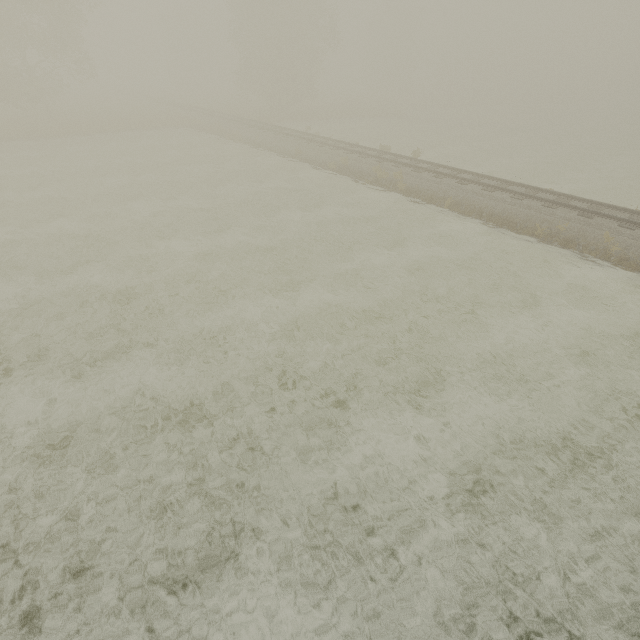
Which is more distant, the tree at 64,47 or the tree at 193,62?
the tree at 193,62

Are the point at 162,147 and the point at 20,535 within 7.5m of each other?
no

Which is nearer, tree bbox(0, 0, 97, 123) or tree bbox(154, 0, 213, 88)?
tree bbox(0, 0, 97, 123)
